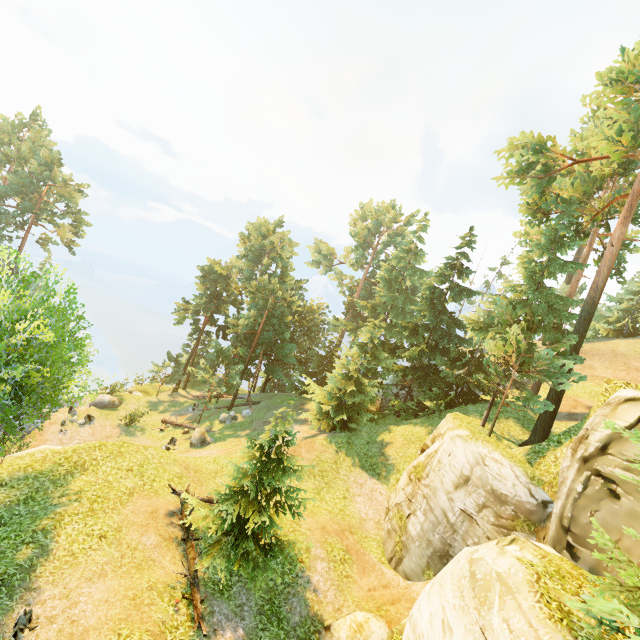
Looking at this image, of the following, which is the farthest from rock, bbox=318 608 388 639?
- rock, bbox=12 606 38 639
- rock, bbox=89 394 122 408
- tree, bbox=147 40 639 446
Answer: rock, bbox=89 394 122 408

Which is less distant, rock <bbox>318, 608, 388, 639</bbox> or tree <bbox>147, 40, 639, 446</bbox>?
rock <bbox>318, 608, 388, 639</bbox>

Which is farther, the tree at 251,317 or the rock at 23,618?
the tree at 251,317

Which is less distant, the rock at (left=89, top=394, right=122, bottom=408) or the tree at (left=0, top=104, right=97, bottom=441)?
the tree at (left=0, top=104, right=97, bottom=441)

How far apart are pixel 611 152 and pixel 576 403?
16.71m

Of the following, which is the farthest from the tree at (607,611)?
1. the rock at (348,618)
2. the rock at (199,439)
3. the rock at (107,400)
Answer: the rock at (107,400)

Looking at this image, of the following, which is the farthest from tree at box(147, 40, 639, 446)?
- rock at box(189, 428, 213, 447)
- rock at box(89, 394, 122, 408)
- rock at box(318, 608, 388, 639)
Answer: rock at box(89, 394, 122, 408)

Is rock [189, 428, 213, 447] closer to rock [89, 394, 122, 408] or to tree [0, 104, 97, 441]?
tree [0, 104, 97, 441]
